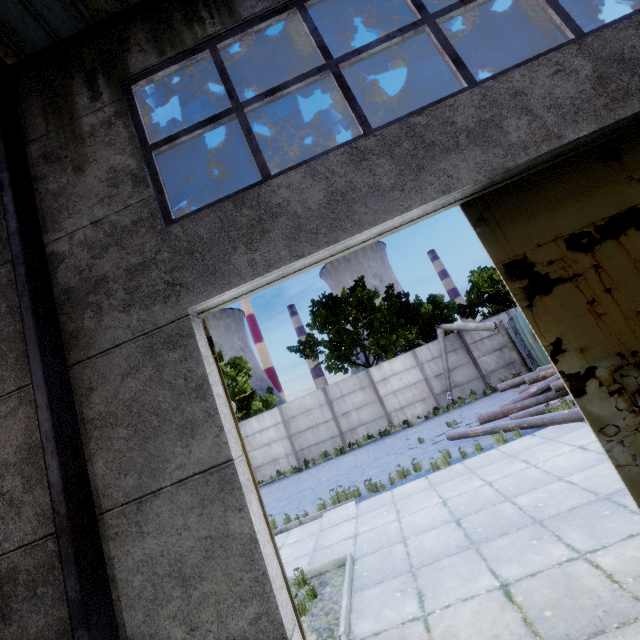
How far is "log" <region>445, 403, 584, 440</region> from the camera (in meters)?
8.07

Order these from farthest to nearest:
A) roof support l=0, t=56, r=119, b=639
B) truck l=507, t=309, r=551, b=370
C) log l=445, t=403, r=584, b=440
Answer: truck l=507, t=309, r=551, b=370 → log l=445, t=403, r=584, b=440 → roof support l=0, t=56, r=119, b=639

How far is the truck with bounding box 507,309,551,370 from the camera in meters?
14.3 m

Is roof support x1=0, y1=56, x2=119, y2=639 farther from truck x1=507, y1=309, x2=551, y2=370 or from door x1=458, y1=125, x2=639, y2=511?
truck x1=507, y1=309, x2=551, y2=370

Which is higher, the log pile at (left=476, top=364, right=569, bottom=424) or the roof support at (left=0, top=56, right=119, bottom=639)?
the roof support at (left=0, top=56, right=119, bottom=639)

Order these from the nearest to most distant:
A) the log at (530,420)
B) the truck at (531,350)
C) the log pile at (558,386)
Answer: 1. the log at (530,420)
2. the log pile at (558,386)
3. the truck at (531,350)

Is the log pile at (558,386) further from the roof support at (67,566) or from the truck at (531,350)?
the roof support at (67,566)

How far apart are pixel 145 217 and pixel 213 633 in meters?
3.6
